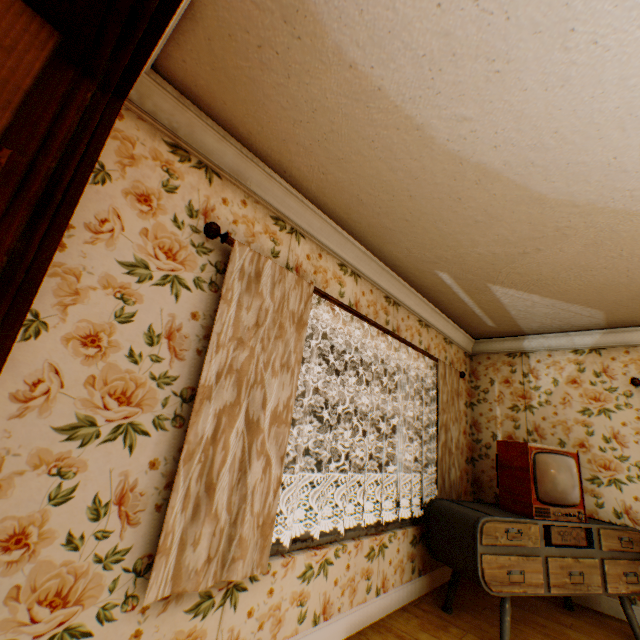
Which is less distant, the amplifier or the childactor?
the childactor

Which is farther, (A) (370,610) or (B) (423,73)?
(A) (370,610)

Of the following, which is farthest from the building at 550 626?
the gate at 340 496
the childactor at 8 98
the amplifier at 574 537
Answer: the gate at 340 496

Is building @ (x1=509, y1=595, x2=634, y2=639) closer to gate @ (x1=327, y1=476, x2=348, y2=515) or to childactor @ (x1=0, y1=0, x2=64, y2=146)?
childactor @ (x1=0, y1=0, x2=64, y2=146)

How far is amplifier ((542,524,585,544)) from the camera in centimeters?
288cm

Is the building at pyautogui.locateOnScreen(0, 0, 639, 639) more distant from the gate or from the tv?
the gate

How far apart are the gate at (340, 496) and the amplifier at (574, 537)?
22.49m

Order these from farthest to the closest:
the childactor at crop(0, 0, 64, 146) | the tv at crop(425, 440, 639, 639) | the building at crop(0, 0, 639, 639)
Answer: the tv at crop(425, 440, 639, 639), the building at crop(0, 0, 639, 639), the childactor at crop(0, 0, 64, 146)
